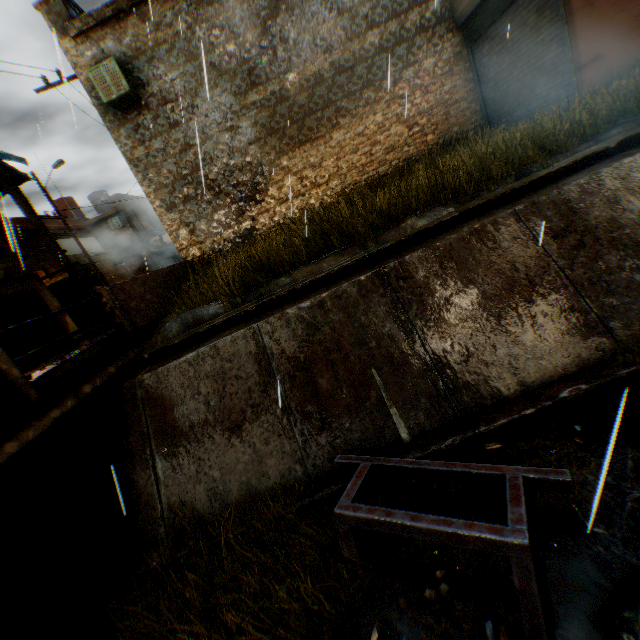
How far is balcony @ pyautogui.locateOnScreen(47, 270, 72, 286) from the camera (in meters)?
19.06

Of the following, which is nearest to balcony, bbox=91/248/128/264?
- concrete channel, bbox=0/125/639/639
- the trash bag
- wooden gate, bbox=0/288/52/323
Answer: wooden gate, bbox=0/288/52/323

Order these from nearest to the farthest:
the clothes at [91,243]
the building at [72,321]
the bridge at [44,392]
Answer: the bridge at [44,392] → the building at [72,321] → the clothes at [91,243]

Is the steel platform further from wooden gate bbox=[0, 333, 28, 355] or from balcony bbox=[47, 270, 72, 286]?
balcony bbox=[47, 270, 72, 286]

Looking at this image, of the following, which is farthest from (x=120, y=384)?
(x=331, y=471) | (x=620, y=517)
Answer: (x=620, y=517)

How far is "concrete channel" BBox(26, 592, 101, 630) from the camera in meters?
4.2 m

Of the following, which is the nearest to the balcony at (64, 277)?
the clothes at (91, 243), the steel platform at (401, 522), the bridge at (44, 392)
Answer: the clothes at (91, 243)

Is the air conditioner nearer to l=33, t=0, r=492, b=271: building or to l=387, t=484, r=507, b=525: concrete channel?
l=33, t=0, r=492, b=271: building
